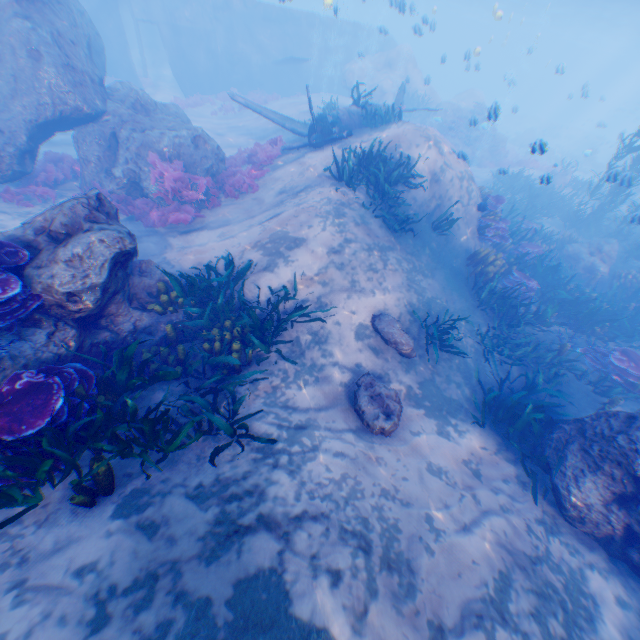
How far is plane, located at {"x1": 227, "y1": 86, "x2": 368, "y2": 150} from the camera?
12.00m

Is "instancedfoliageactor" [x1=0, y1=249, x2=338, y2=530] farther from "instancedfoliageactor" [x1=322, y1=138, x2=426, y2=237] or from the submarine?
the submarine

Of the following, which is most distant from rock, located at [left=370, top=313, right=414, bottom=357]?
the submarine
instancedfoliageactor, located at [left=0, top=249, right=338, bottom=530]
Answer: instancedfoliageactor, located at [left=0, top=249, right=338, bottom=530]

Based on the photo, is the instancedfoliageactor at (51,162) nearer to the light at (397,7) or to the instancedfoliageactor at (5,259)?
the instancedfoliageactor at (5,259)

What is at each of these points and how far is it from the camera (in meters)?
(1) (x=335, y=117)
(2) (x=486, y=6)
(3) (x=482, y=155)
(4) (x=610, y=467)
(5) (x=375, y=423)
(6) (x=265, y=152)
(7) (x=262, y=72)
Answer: (1) plane, 12.35
(2) light, 48.91
(3) rock, 25.22
(4) rock, 5.28
(5) rock, 5.98
(6) instancedfoliageactor, 13.05
(7) submarine, 27.55

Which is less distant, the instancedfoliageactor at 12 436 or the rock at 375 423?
the instancedfoliageactor at 12 436
